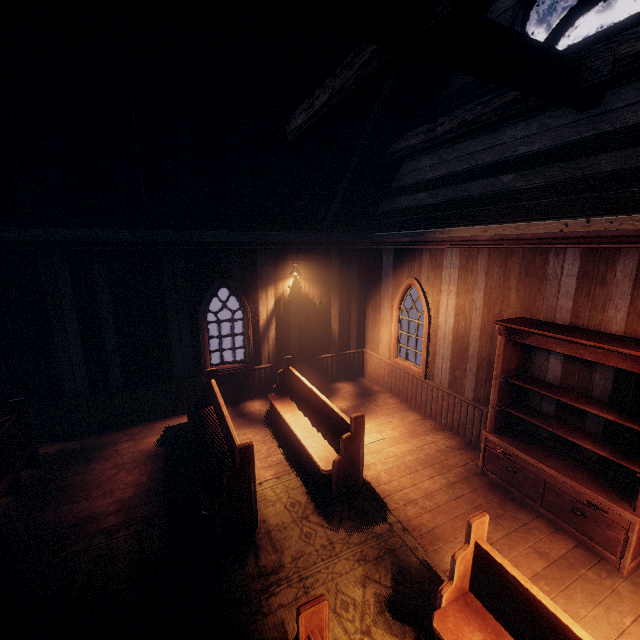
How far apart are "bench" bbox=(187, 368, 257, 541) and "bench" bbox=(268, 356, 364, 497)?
1.0m

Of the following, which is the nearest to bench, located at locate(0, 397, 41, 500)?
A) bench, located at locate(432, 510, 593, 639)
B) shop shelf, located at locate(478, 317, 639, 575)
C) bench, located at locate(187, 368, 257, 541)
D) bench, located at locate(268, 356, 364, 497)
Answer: bench, located at locate(187, 368, 257, 541)

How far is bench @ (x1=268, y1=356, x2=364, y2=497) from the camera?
4.84m

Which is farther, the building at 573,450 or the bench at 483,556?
the building at 573,450

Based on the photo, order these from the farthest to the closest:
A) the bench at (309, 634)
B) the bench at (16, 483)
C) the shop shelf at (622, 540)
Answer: the bench at (16, 483) → the shop shelf at (622, 540) → the bench at (309, 634)

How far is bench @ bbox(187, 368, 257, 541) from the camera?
4.1 meters

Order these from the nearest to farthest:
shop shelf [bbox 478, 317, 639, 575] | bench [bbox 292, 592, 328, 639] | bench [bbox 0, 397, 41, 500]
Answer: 1. bench [bbox 292, 592, 328, 639]
2. shop shelf [bbox 478, 317, 639, 575]
3. bench [bbox 0, 397, 41, 500]

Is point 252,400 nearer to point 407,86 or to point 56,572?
point 56,572
